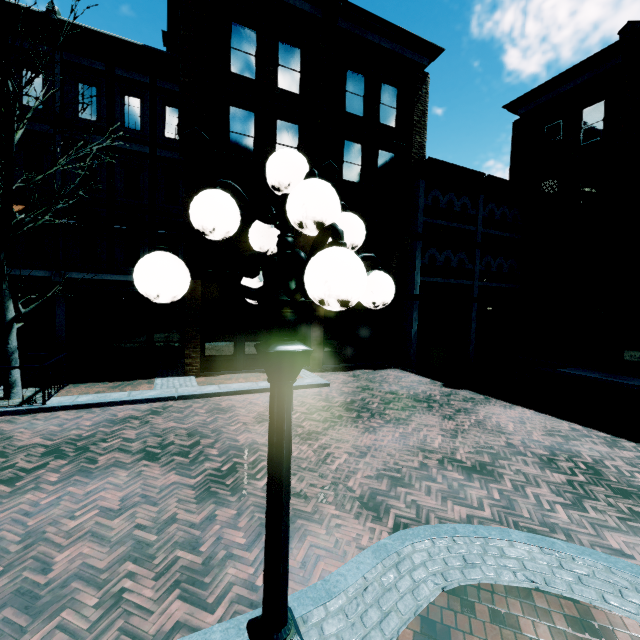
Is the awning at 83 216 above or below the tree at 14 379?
above

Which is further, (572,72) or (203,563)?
(572,72)

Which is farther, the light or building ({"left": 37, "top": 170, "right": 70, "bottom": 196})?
building ({"left": 37, "top": 170, "right": 70, "bottom": 196})

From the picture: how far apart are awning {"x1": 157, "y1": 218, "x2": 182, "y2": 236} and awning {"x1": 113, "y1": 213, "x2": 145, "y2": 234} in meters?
0.5

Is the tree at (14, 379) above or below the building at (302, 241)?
below

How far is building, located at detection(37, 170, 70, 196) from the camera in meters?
12.9

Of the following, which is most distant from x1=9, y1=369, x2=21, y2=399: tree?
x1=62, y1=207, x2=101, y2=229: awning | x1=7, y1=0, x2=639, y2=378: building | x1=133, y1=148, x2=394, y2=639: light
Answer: x1=133, y1=148, x2=394, y2=639: light
